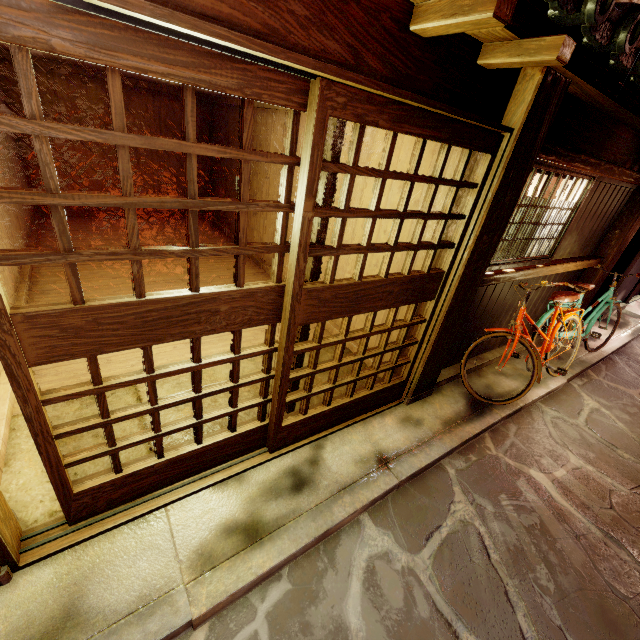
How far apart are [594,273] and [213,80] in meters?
12.1

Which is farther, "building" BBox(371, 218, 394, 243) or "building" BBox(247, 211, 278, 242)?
"building" BBox(247, 211, 278, 242)

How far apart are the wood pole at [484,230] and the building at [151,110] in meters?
14.0 m

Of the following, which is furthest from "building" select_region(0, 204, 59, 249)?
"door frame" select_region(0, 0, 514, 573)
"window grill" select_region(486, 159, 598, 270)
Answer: "window grill" select_region(486, 159, 598, 270)

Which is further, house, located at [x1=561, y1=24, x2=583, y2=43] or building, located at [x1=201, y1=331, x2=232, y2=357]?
building, located at [x1=201, y1=331, x2=232, y2=357]

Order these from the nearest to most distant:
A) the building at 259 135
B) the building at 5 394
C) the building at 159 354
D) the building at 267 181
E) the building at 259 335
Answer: the building at 5 394, the building at 159 354, the building at 259 335, the building at 259 135, the building at 267 181

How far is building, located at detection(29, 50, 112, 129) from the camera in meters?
11.0 m
